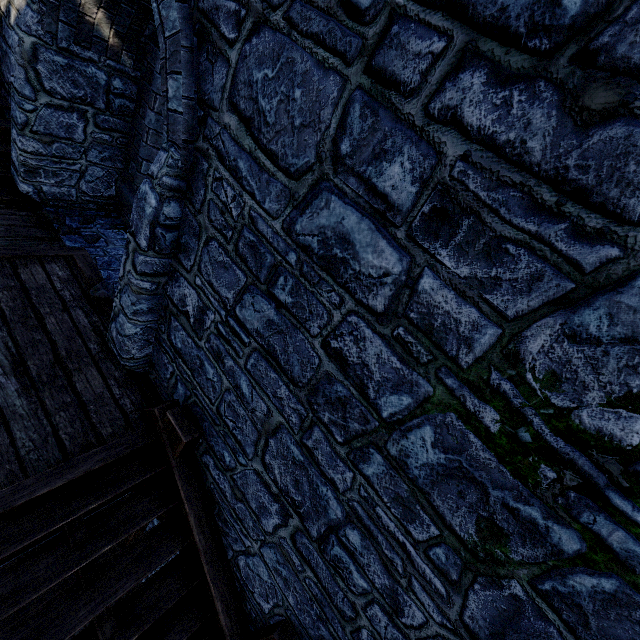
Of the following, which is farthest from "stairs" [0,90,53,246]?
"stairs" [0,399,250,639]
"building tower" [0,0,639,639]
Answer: "stairs" [0,399,250,639]

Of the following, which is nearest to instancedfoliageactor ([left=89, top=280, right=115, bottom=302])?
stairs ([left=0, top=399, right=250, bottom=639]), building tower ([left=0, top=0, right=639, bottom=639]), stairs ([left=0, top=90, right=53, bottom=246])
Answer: building tower ([left=0, top=0, right=639, bottom=639])

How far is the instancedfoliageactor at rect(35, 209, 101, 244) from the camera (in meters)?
4.75

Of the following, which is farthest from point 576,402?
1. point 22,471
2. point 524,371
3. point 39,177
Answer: point 39,177

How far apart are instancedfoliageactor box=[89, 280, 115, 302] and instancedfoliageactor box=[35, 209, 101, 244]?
1.1 meters

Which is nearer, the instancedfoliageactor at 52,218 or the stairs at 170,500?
the stairs at 170,500

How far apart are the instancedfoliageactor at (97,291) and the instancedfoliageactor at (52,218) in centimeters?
107cm

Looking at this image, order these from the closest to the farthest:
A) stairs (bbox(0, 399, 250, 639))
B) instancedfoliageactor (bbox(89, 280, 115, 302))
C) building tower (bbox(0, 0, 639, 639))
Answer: building tower (bbox(0, 0, 639, 639)) < stairs (bbox(0, 399, 250, 639)) < instancedfoliageactor (bbox(89, 280, 115, 302))
